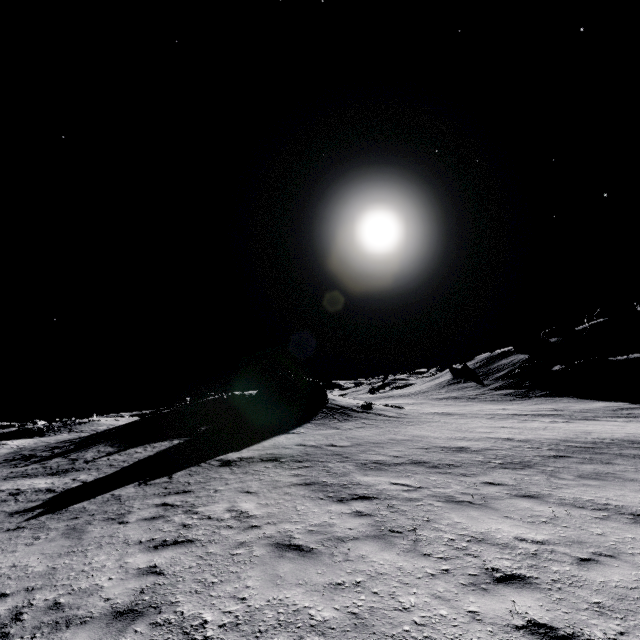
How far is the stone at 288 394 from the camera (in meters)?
27.06

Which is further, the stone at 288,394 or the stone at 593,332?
the stone at 593,332

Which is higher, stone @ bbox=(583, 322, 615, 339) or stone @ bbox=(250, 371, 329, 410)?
stone @ bbox=(583, 322, 615, 339)

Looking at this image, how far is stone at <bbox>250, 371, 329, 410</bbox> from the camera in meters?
27.1

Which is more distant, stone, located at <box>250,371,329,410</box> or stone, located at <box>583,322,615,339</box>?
stone, located at <box>583,322,615,339</box>

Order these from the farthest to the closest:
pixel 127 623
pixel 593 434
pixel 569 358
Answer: pixel 569 358 → pixel 593 434 → pixel 127 623

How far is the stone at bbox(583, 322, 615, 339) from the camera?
52.9 meters
